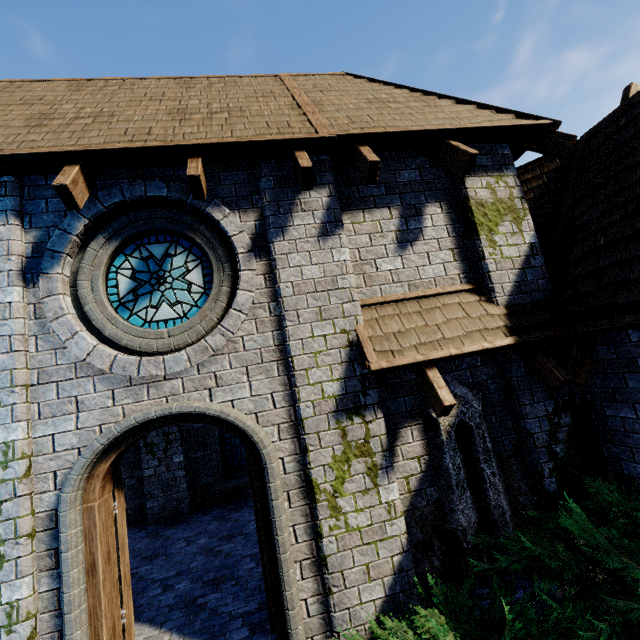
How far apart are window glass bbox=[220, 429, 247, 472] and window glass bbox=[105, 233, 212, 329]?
5.7m

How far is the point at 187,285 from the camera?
4.2m

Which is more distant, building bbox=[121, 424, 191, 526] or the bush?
building bbox=[121, 424, 191, 526]

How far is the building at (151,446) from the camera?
8.1m

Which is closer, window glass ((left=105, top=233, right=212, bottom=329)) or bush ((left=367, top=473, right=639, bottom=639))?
bush ((left=367, top=473, right=639, bottom=639))

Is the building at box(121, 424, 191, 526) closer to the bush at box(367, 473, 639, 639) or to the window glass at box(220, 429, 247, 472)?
the bush at box(367, 473, 639, 639)

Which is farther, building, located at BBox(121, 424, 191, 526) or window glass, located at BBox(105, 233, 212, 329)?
building, located at BBox(121, 424, 191, 526)

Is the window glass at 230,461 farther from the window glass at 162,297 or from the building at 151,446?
the window glass at 162,297
